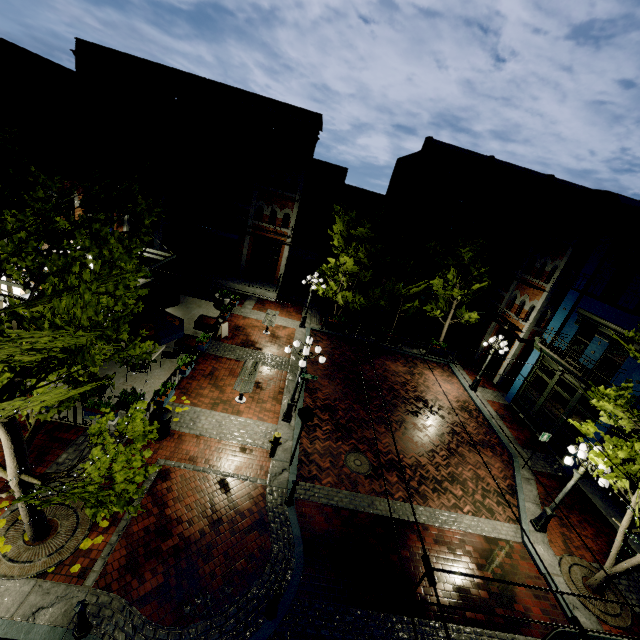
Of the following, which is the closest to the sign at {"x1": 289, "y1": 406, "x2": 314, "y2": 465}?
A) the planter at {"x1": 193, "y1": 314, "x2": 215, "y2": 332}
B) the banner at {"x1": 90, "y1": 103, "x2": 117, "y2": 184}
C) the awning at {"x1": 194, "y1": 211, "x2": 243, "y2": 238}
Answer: the planter at {"x1": 193, "y1": 314, "x2": 215, "y2": 332}

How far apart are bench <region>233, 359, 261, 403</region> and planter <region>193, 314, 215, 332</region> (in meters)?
3.38

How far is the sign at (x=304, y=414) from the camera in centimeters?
966cm

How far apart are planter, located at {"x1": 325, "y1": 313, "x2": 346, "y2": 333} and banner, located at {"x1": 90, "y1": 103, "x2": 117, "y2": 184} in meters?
12.3

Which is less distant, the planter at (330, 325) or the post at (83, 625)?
the post at (83, 625)

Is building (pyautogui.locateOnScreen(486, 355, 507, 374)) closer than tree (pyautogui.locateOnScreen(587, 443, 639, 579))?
No

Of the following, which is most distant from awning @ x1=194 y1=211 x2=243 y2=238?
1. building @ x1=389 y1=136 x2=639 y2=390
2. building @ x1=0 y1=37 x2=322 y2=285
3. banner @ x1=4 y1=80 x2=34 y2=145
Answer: building @ x1=389 y1=136 x2=639 y2=390

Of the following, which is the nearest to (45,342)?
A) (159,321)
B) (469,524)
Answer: (159,321)
